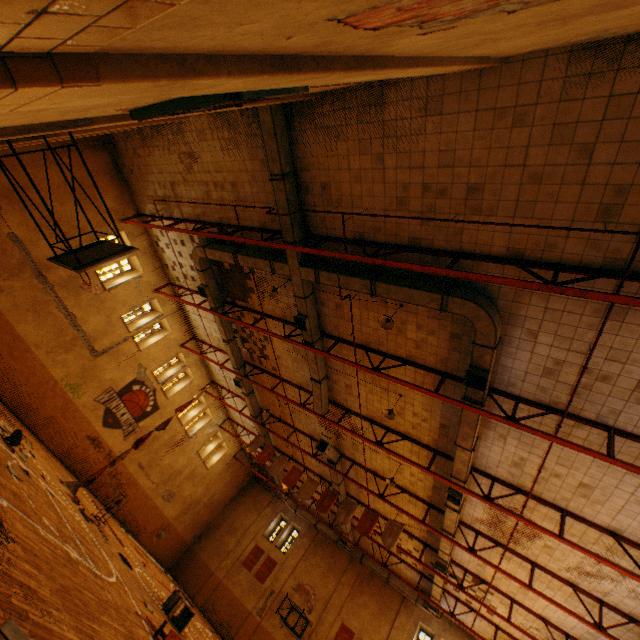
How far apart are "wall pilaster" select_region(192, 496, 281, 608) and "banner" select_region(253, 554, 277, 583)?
1.7m

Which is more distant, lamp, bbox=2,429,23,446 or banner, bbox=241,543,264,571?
banner, bbox=241,543,264,571

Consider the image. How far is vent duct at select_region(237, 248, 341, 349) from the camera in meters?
10.1

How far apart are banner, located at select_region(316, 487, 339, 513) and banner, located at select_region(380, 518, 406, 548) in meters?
2.5

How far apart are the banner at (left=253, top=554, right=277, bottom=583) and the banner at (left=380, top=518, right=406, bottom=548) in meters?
14.5 m

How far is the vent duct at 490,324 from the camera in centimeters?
768cm

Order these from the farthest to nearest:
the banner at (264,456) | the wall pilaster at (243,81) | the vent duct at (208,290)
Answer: the banner at (264,456) → the vent duct at (208,290) → the wall pilaster at (243,81)

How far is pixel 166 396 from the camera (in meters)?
20.52
